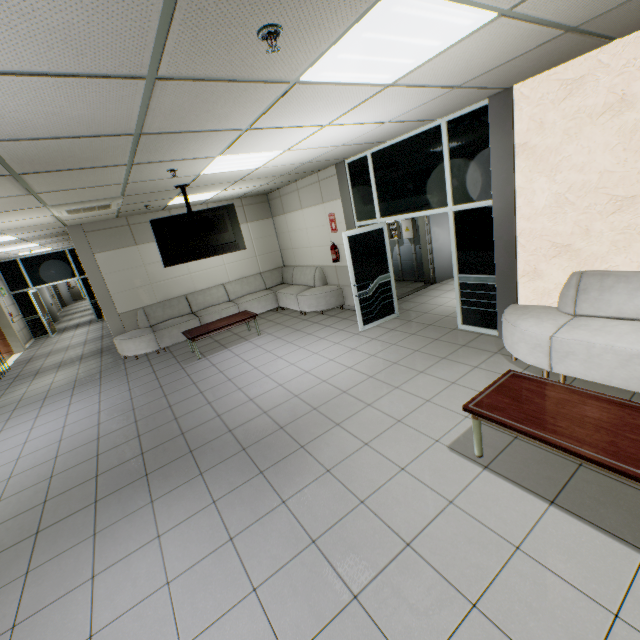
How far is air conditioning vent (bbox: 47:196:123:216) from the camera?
4.8 meters

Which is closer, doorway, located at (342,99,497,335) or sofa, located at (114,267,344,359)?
doorway, located at (342,99,497,335)

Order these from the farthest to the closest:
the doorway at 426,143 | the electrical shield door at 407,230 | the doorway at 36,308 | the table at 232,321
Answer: the doorway at 36,308 → the electrical shield door at 407,230 → the table at 232,321 → the doorway at 426,143

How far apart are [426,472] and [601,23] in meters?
3.9

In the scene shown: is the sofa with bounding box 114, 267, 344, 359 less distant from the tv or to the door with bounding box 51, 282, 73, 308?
the tv

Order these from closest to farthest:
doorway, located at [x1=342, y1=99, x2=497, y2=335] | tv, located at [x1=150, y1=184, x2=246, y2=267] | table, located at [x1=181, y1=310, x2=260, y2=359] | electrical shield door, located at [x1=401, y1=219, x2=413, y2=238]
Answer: doorway, located at [x1=342, y1=99, x2=497, y2=335], tv, located at [x1=150, y1=184, x2=246, y2=267], table, located at [x1=181, y1=310, x2=260, y2=359], electrical shield door, located at [x1=401, y1=219, x2=413, y2=238]

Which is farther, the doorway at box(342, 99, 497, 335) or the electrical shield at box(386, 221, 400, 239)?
the electrical shield at box(386, 221, 400, 239)

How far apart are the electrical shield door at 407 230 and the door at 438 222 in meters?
0.3 m
